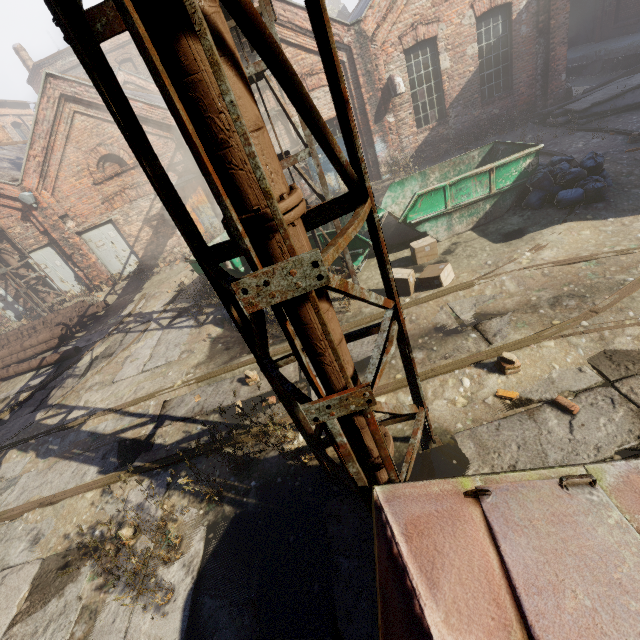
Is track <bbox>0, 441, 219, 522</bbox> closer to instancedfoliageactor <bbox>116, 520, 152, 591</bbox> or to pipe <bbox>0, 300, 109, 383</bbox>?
instancedfoliageactor <bbox>116, 520, 152, 591</bbox>

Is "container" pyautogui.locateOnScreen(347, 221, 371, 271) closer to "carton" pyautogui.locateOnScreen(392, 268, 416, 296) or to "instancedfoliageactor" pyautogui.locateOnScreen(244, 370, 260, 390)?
"carton" pyautogui.locateOnScreen(392, 268, 416, 296)

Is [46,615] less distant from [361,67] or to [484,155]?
[484,155]

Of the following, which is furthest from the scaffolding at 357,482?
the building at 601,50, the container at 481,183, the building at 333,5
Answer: the building at 333,5

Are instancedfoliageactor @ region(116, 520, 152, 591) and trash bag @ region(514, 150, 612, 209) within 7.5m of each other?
no

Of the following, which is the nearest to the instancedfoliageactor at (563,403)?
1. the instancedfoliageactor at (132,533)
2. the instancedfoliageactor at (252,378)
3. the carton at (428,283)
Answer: the carton at (428,283)

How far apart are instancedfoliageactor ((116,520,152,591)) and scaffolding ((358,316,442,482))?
2.30m

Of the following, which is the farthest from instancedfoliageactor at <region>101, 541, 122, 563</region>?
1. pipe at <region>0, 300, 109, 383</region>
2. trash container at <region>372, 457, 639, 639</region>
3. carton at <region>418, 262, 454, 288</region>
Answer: pipe at <region>0, 300, 109, 383</region>
